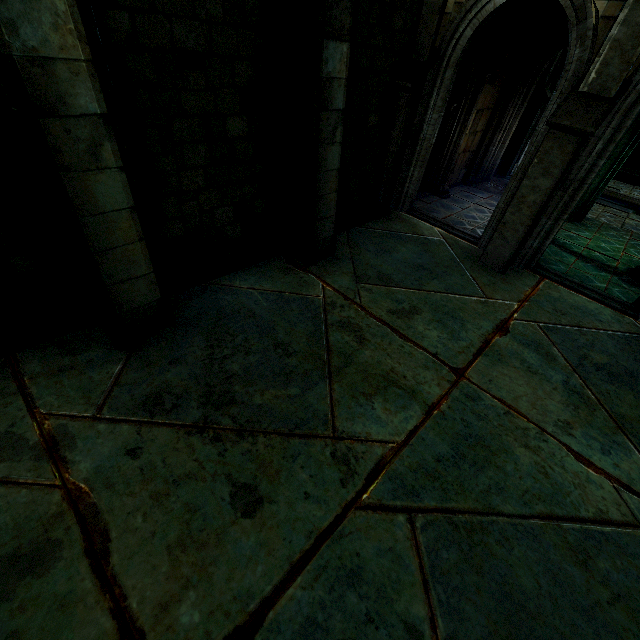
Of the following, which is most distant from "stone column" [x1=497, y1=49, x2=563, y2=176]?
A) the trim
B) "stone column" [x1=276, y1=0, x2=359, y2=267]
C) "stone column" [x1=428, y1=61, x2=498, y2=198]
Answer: "stone column" [x1=276, y1=0, x2=359, y2=267]

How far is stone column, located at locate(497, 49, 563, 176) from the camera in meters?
12.1 m

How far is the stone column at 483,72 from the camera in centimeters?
818cm

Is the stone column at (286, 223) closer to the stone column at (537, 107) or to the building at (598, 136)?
the building at (598, 136)

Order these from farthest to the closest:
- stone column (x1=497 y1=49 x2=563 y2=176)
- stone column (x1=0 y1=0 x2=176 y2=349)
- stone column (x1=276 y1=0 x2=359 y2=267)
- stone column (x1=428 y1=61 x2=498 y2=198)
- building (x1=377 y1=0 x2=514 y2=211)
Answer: stone column (x1=497 y1=49 x2=563 y2=176) < stone column (x1=428 y1=61 x2=498 y2=198) < building (x1=377 y1=0 x2=514 y2=211) < stone column (x1=276 y1=0 x2=359 y2=267) < stone column (x1=0 y1=0 x2=176 y2=349)

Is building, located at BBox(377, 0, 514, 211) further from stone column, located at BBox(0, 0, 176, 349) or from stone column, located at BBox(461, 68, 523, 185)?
stone column, located at BBox(0, 0, 176, 349)

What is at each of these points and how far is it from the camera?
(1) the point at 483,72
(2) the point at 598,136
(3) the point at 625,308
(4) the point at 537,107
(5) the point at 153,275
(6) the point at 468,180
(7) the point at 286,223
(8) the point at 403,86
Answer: (1) stone column, 8.15m
(2) building, 5.21m
(3) trim, 6.14m
(4) stone column, 12.60m
(5) stone column, 3.78m
(6) stone column, 11.41m
(7) stone column, 5.70m
(8) building, 6.28m

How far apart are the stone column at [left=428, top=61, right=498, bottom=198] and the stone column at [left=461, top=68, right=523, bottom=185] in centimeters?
153cm
